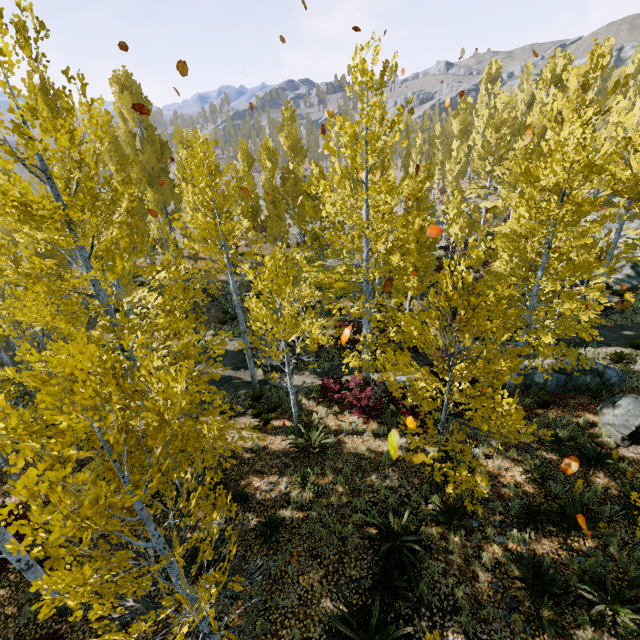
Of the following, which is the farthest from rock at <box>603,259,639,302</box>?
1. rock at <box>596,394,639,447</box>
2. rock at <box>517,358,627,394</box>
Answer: rock at <box>596,394,639,447</box>

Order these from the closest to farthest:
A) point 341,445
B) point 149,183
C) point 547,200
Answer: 1. point 341,445
2. point 547,200
3. point 149,183

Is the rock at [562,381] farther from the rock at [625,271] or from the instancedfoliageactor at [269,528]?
the rock at [625,271]

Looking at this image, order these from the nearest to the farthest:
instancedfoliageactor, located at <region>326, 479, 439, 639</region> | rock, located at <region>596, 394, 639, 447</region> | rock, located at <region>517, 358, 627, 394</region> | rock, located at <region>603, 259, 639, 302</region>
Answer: instancedfoliageactor, located at <region>326, 479, 439, 639</region>
rock, located at <region>596, 394, 639, 447</region>
rock, located at <region>517, 358, 627, 394</region>
rock, located at <region>603, 259, 639, 302</region>

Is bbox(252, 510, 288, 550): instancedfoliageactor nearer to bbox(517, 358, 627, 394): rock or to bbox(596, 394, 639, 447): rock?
bbox(517, 358, 627, 394): rock

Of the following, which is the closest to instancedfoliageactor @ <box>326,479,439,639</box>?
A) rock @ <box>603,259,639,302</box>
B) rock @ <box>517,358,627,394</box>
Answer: rock @ <box>603,259,639,302</box>

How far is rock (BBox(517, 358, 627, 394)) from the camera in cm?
1170

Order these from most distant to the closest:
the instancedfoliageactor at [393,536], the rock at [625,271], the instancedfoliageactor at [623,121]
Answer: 1. the rock at [625,271]
2. the instancedfoliageactor at [393,536]
3. the instancedfoliageactor at [623,121]
